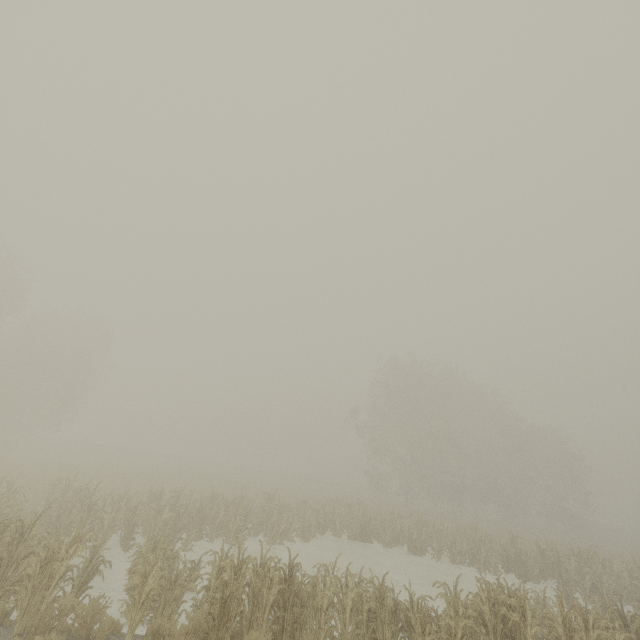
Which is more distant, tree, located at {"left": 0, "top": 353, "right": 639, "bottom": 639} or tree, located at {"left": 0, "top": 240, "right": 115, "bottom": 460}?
tree, located at {"left": 0, "top": 240, "right": 115, "bottom": 460}

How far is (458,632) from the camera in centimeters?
722cm

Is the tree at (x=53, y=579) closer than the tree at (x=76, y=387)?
Yes
